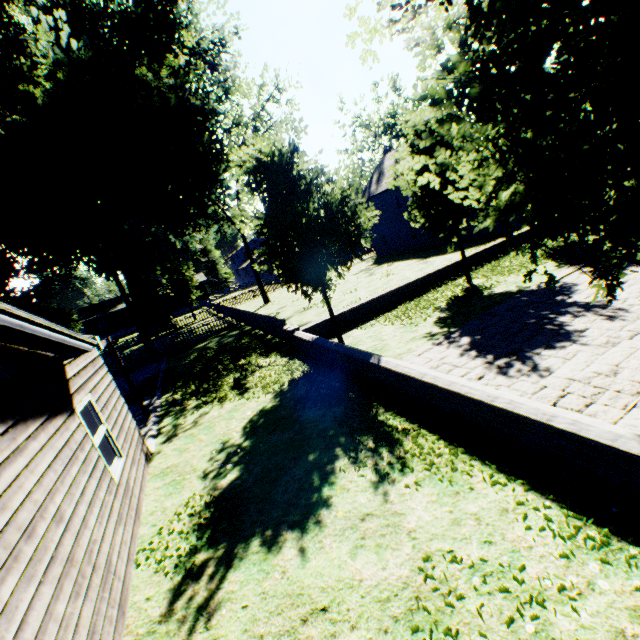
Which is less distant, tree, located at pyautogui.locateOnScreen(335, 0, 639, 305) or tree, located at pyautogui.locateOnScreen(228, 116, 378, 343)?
tree, located at pyautogui.locateOnScreen(335, 0, 639, 305)

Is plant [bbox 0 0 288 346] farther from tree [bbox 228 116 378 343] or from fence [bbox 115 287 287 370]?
tree [bbox 228 116 378 343]

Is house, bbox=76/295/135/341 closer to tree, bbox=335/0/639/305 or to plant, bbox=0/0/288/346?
plant, bbox=0/0/288/346

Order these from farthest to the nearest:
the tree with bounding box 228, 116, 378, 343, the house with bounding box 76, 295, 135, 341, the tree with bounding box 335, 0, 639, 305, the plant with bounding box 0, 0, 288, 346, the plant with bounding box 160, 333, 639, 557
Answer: the house with bounding box 76, 295, 135, 341 → the plant with bounding box 0, 0, 288, 346 → the tree with bounding box 228, 116, 378, 343 → the plant with bounding box 160, 333, 639, 557 → the tree with bounding box 335, 0, 639, 305

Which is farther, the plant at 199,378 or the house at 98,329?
the house at 98,329

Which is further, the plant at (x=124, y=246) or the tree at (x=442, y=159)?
the plant at (x=124, y=246)

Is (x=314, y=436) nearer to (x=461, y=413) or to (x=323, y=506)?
(x=323, y=506)

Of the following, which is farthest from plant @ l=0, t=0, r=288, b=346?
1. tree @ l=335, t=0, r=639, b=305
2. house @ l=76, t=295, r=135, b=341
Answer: tree @ l=335, t=0, r=639, b=305
